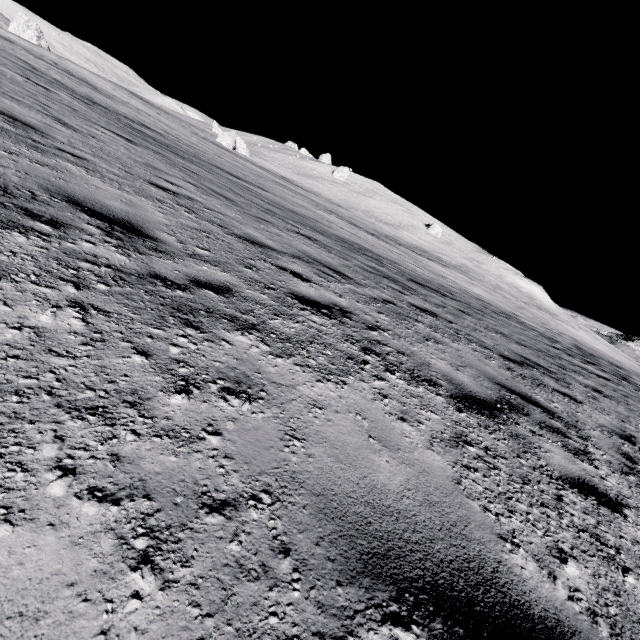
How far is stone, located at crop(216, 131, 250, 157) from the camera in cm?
4847

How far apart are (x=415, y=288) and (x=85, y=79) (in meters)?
38.68

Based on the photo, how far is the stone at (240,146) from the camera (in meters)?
48.47
